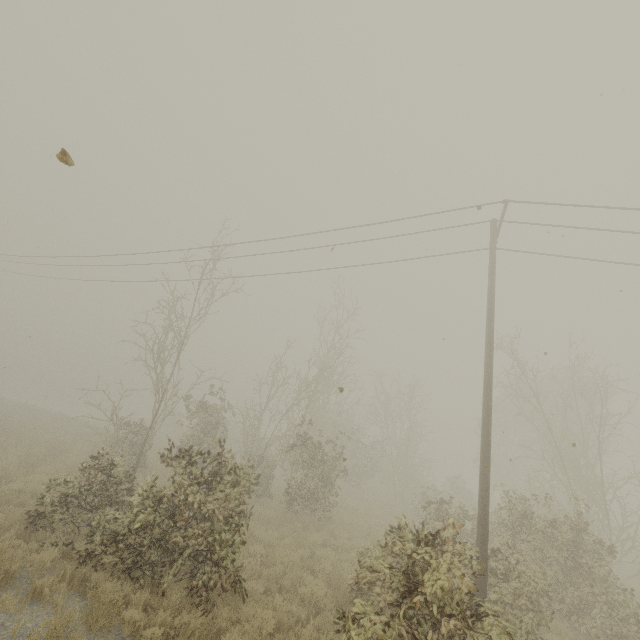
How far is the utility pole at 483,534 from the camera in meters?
7.9

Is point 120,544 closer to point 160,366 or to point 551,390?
point 160,366

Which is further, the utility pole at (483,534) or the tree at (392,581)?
the utility pole at (483,534)

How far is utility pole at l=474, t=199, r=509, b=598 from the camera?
7.9 meters

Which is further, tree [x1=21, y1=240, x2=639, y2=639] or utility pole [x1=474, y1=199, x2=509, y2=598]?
utility pole [x1=474, y1=199, x2=509, y2=598]
